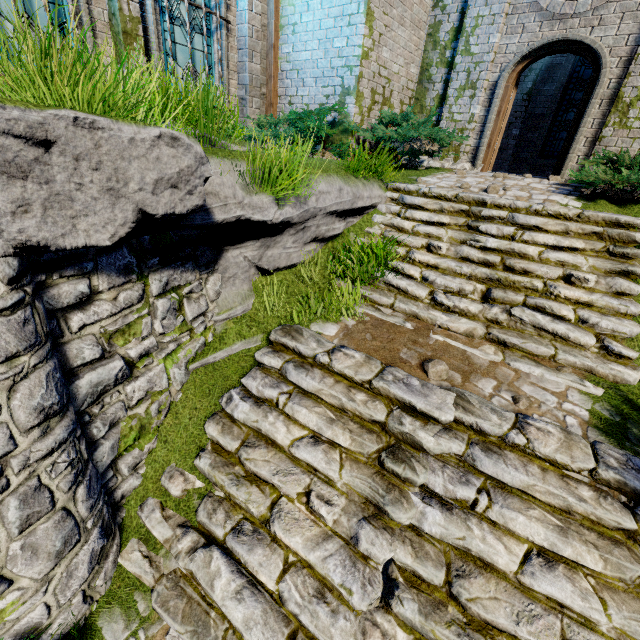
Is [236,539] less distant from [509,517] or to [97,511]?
[97,511]

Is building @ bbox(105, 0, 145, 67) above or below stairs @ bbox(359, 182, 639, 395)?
above

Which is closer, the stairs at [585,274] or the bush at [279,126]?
the stairs at [585,274]

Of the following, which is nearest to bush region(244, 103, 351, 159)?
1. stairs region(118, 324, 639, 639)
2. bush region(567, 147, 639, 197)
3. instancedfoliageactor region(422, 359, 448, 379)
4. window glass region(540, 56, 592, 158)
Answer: bush region(567, 147, 639, 197)

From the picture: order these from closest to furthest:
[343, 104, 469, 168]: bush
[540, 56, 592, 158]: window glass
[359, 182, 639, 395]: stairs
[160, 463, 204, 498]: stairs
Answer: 1. [160, 463, 204, 498]: stairs
2. [359, 182, 639, 395]: stairs
3. [343, 104, 469, 168]: bush
4. [540, 56, 592, 158]: window glass

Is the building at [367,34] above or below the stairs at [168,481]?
above

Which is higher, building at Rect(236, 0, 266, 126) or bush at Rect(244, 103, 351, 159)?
building at Rect(236, 0, 266, 126)

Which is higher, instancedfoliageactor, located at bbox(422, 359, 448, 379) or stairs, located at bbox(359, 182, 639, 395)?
stairs, located at bbox(359, 182, 639, 395)
